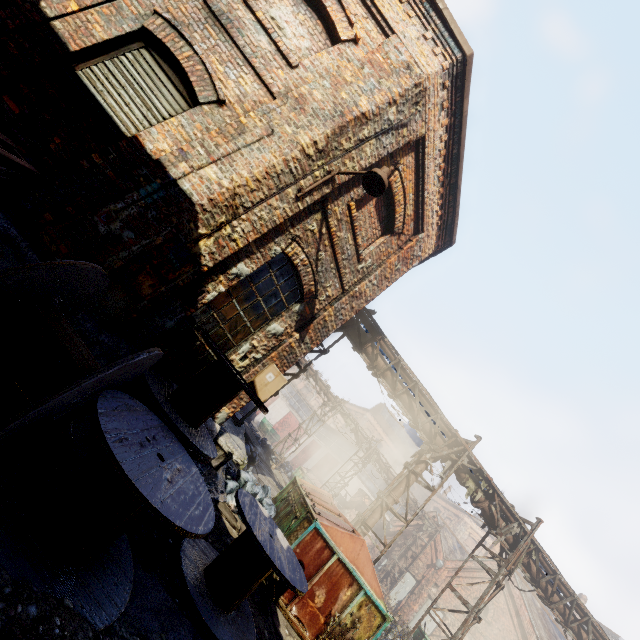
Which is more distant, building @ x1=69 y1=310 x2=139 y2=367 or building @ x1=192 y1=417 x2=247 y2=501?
building @ x1=192 y1=417 x2=247 y2=501

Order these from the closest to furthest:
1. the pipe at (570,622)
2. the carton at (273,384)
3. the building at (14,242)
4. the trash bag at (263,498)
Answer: the building at (14,242) < the carton at (273,384) < the trash bag at (263,498) < the pipe at (570,622)

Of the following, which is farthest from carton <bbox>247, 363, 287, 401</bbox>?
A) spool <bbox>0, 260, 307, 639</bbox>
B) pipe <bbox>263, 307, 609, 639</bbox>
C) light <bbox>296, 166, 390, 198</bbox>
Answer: pipe <bbox>263, 307, 609, 639</bbox>

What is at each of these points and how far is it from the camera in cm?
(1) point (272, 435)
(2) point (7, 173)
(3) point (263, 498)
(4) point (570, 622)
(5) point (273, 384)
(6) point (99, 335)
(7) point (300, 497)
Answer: (1) container, 3641
(2) pallet, 362
(3) trash bag, 802
(4) pipe, 1205
(5) carton, 476
(6) building, 417
(7) trash container, 827

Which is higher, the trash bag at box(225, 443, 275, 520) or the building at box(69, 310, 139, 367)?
the building at box(69, 310, 139, 367)

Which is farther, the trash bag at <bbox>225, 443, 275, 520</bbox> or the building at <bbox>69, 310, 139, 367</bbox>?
the trash bag at <bbox>225, 443, 275, 520</bbox>

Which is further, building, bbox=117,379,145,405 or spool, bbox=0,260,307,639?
building, bbox=117,379,145,405

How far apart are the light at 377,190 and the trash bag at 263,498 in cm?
662
